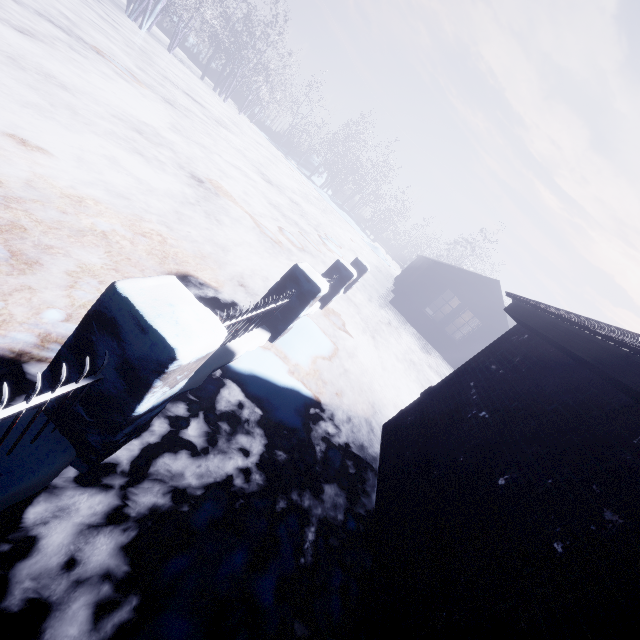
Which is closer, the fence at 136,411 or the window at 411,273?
the fence at 136,411

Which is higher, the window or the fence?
the window

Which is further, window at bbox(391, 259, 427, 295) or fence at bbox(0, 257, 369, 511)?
window at bbox(391, 259, 427, 295)

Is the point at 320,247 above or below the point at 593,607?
below

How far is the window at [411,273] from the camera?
15.79m

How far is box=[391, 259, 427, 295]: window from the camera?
15.79m
